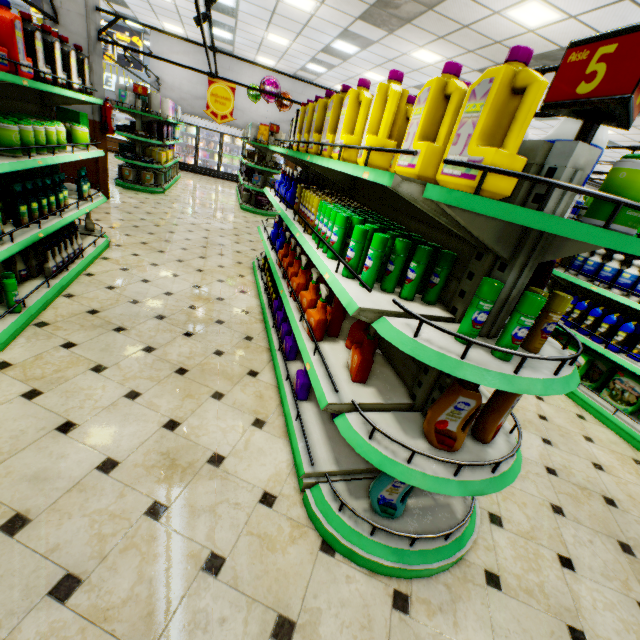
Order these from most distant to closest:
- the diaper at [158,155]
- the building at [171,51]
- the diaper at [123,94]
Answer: the building at [171,51] < the diaper at [158,155] < the diaper at [123,94]

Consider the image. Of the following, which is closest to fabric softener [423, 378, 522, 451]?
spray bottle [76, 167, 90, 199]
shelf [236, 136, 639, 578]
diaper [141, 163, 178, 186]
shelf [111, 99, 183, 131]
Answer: shelf [236, 136, 639, 578]

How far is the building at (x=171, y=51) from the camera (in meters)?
13.23

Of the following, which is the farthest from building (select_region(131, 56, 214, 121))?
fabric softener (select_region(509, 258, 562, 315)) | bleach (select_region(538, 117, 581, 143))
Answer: bleach (select_region(538, 117, 581, 143))

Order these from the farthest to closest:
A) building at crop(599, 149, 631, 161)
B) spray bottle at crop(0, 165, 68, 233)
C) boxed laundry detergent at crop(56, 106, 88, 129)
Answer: building at crop(599, 149, 631, 161)
boxed laundry detergent at crop(56, 106, 88, 129)
spray bottle at crop(0, 165, 68, 233)

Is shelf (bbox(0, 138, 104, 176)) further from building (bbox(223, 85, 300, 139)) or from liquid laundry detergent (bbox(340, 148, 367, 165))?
liquid laundry detergent (bbox(340, 148, 367, 165))

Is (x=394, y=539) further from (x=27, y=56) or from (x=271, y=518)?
(x=27, y=56)

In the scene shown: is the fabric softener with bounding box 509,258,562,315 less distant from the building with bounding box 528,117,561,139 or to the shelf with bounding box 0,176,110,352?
the building with bounding box 528,117,561,139
